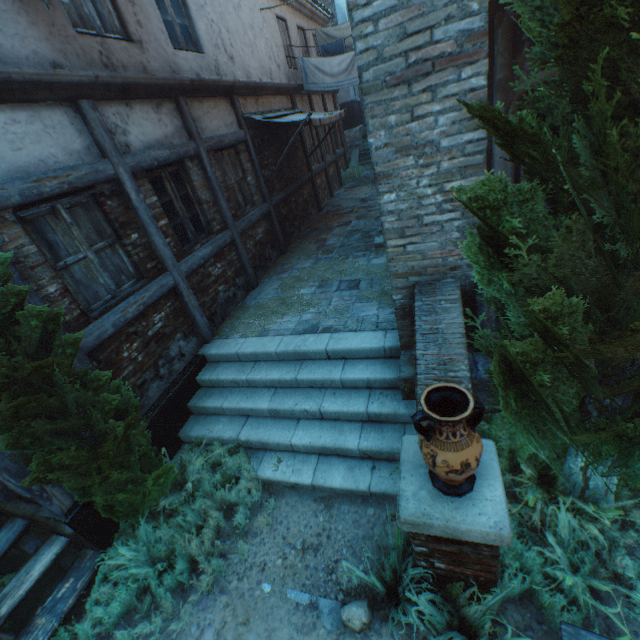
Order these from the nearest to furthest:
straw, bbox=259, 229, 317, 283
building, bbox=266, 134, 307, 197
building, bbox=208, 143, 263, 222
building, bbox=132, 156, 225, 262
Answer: building, bbox=132, 156, 225, 262 < building, bbox=208, 143, 263, 222 < straw, bbox=259, 229, 317, 283 < building, bbox=266, 134, 307, 197

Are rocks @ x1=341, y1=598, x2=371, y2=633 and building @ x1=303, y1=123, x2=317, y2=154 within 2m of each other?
no

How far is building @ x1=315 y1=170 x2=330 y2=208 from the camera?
12.3 meters

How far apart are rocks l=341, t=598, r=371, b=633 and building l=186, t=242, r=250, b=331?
4.5m

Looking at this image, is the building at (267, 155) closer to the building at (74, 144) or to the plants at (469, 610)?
the building at (74, 144)

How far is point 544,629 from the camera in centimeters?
252cm

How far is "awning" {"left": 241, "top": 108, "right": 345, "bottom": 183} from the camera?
7.30m

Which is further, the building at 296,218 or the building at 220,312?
the building at 296,218
